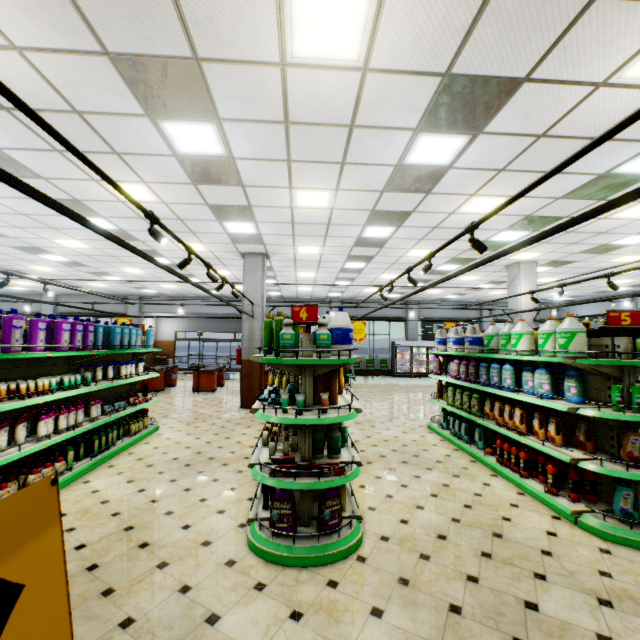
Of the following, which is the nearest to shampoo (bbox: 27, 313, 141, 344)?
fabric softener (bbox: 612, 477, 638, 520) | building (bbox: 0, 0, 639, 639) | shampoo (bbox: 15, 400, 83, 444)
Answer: shampoo (bbox: 15, 400, 83, 444)

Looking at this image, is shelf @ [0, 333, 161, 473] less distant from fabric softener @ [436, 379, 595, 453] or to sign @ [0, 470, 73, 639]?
sign @ [0, 470, 73, 639]

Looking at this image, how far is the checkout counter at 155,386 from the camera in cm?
1320

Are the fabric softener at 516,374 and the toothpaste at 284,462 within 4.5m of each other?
yes

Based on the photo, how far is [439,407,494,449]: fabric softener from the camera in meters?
6.0

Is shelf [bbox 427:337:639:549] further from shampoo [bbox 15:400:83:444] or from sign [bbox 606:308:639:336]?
shampoo [bbox 15:400:83:444]

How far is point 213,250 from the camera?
10.2 meters

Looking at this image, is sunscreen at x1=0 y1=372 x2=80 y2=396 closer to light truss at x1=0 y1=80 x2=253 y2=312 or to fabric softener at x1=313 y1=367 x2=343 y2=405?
light truss at x1=0 y1=80 x2=253 y2=312
